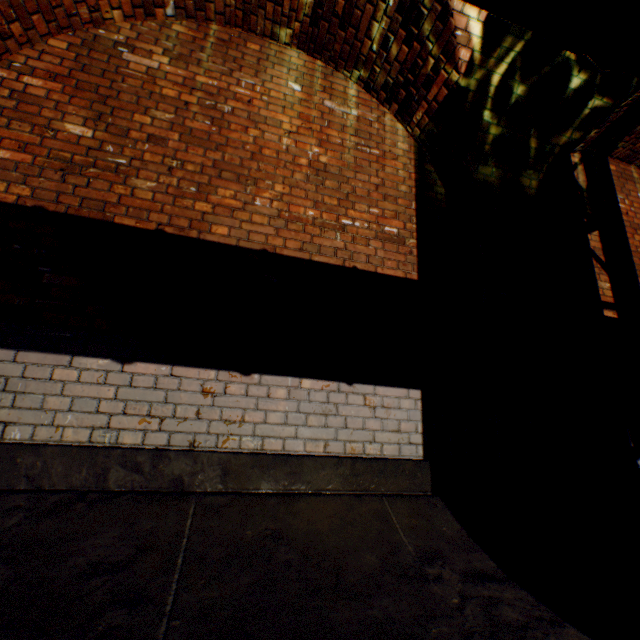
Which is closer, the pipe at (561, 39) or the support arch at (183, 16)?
the pipe at (561, 39)

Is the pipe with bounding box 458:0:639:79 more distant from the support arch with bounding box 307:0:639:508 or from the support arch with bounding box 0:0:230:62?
the support arch with bounding box 307:0:639:508

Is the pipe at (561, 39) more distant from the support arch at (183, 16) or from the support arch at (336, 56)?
the support arch at (336, 56)

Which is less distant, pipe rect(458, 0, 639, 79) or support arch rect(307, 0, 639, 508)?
pipe rect(458, 0, 639, 79)

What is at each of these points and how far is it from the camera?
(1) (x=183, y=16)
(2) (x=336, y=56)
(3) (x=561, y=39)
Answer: (1) support arch, 3.14m
(2) support arch, 3.44m
(3) pipe, 0.74m

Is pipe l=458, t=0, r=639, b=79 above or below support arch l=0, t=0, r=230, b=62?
below

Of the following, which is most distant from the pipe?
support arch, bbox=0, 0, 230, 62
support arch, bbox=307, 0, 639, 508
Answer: support arch, bbox=307, 0, 639, 508
